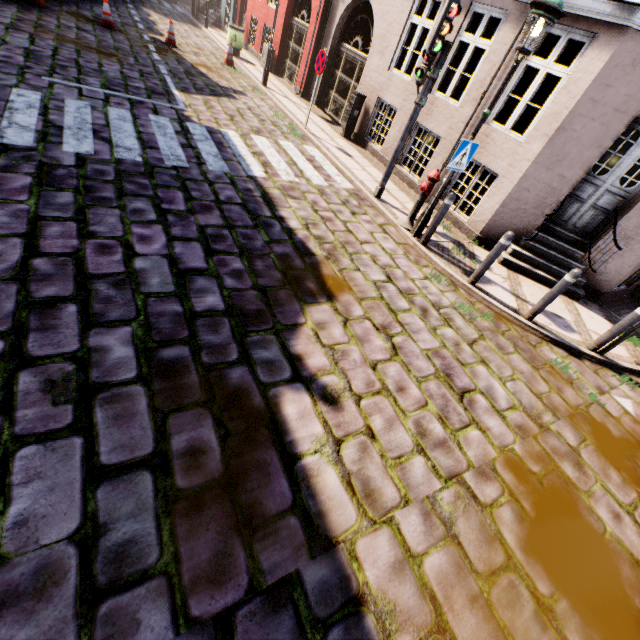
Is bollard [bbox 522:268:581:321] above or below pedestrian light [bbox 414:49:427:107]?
below

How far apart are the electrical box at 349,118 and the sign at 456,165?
5.96m

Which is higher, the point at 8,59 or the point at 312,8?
the point at 312,8

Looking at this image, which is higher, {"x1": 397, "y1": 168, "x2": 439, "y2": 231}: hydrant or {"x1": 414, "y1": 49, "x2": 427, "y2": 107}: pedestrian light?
{"x1": 414, "y1": 49, "x2": 427, "y2": 107}: pedestrian light

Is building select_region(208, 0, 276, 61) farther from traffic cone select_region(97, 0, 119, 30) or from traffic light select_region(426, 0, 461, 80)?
traffic cone select_region(97, 0, 119, 30)

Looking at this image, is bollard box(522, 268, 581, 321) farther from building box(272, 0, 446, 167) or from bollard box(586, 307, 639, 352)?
building box(272, 0, 446, 167)

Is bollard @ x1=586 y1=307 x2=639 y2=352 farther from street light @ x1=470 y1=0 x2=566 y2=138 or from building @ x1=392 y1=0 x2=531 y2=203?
street light @ x1=470 y1=0 x2=566 y2=138

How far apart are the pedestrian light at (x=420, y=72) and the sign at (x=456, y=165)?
1.6 meters
